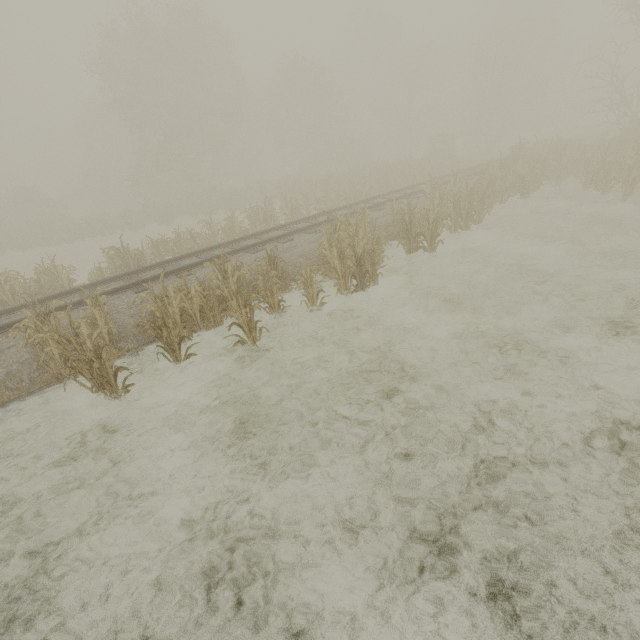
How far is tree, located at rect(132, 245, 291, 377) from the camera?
6.36m

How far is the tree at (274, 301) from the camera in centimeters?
636cm

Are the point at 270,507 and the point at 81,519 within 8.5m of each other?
yes
